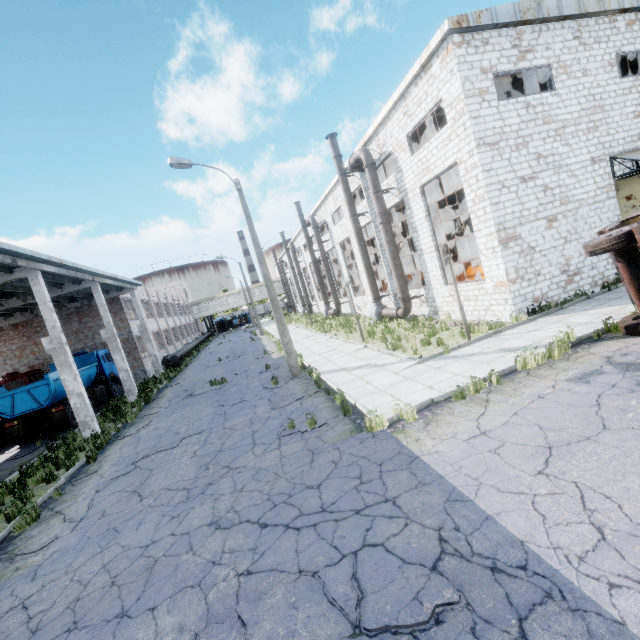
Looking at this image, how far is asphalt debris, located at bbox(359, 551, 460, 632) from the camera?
3.3m

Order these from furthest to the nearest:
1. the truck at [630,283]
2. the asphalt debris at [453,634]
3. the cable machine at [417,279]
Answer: the cable machine at [417,279] → the truck at [630,283] → the asphalt debris at [453,634]

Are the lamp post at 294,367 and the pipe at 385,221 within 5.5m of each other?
no

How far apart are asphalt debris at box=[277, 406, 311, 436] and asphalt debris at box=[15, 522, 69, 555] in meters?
4.8

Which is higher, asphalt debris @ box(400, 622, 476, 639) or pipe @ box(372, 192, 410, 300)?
pipe @ box(372, 192, 410, 300)

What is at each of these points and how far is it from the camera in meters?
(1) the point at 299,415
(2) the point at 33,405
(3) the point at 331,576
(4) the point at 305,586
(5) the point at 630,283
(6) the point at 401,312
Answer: (1) asphalt debris, 9.7
(2) truck, 16.3
(3) asphalt debris, 4.0
(4) asphalt debris, 4.0
(5) truck, 8.4
(6) pipe, 19.0

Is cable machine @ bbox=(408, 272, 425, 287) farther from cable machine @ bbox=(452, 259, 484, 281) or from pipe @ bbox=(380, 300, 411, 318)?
pipe @ bbox=(380, 300, 411, 318)

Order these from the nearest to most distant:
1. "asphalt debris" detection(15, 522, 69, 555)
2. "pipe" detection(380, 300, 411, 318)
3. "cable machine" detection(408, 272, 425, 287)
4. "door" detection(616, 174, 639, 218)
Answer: "asphalt debris" detection(15, 522, 69, 555) → "door" detection(616, 174, 639, 218) → "pipe" detection(380, 300, 411, 318) → "cable machine" detection(408, 272, 425, 287)
